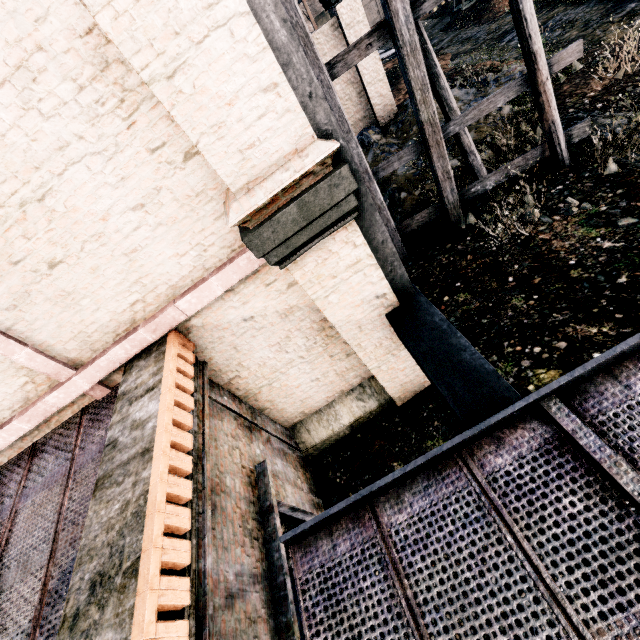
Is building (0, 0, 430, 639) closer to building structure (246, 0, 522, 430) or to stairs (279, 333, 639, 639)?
building structure (246, 0, 522, 430)

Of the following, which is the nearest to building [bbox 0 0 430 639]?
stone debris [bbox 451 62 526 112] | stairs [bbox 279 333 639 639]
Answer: stone debris [bbox 451 62 526 112]

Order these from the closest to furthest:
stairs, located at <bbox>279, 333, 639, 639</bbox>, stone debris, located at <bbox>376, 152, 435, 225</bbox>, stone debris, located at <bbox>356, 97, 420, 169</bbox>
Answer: stairs, located at <bbox>279, 333, 639, 639</bbox>, stone debris, located at <bbox>376, 152, 435, 225</bbox>, stone debris, located at <bbox>356, 97, 420, 169</bbox>

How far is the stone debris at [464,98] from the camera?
13.8m

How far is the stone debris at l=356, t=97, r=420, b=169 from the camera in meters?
14.7

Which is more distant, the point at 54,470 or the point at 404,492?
the point at 54,470

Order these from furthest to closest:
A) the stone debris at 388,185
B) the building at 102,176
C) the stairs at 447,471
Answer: the stone debris at 388,185, the building at 102,176, the stairs at 447,471
